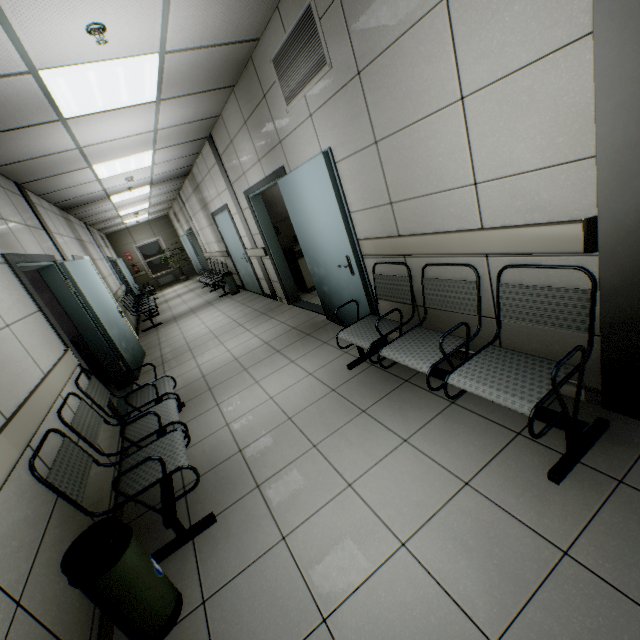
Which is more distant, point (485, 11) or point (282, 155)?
point (282, 155)

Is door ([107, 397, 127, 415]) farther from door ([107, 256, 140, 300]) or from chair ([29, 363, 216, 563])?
door ([107, 256, 140, 300])

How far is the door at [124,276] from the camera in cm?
1234

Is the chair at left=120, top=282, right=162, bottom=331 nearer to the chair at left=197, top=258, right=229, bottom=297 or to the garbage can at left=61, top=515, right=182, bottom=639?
the chair at left=197, top=258, right=229, bottom=297

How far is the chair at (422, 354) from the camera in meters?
1.7

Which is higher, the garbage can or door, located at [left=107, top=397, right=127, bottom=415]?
the garbage can

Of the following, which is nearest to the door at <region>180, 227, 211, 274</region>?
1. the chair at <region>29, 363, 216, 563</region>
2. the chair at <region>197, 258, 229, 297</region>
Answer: the chair at <region>197, 258, 229, 297</region>

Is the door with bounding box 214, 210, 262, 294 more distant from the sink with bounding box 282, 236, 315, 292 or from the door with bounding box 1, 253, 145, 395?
the door with bounding box 1, 253, 145, 395
